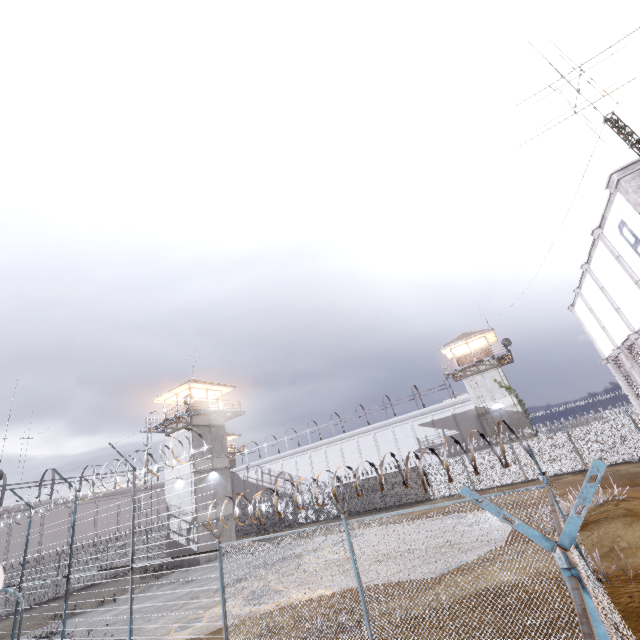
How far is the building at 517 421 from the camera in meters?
32.3

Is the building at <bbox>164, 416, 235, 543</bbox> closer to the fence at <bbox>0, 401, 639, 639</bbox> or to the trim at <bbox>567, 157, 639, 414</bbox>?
the fence at <bbox>0, 401, 639, 639</bbox>

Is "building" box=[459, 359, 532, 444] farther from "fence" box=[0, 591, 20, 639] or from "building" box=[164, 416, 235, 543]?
"building" box=[164, 416, 235, 543]

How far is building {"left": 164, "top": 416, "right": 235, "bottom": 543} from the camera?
27.5 meters

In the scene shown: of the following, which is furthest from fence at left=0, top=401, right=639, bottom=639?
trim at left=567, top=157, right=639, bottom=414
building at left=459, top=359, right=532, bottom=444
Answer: building at left=459, top=359, right=532, bottom=444

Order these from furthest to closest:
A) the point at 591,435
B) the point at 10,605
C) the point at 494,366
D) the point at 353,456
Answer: the point at 353,456 < the point at 494,366 < the point at 10,605 < the point at 591,435

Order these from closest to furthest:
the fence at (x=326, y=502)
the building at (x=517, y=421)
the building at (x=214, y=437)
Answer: the fence at (x=326, y=502), the building at (x=214, y=437), the building at (x=517, y=421)

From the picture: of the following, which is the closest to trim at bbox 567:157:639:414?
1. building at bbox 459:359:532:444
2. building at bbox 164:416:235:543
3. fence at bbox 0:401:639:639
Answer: fence at bbox 0:401:639:639
